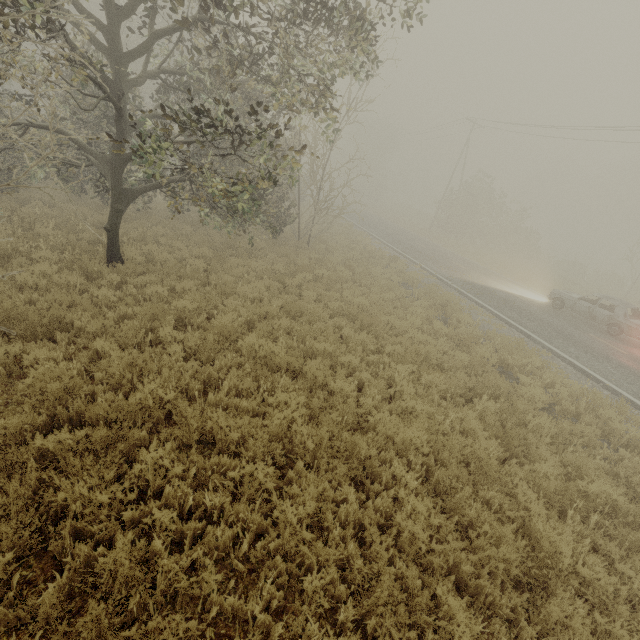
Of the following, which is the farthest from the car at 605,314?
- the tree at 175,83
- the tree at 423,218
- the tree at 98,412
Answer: the tree at 98,412

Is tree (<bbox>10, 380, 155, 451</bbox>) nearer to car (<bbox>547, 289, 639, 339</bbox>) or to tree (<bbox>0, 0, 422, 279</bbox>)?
tree (<bbox>0, 0, 422, 279</bbox>)

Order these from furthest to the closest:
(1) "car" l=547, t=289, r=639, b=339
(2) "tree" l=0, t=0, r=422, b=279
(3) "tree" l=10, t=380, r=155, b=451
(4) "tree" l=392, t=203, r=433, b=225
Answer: (4) "tree" l=392, t=203, r=433, b=225 < (1) "car" l=547, t=289, r=639, b=339 < (2) "tree" l=0, t=0, r=422, b=279 < (3) "tree" l=10, t=380, r=155, b=451

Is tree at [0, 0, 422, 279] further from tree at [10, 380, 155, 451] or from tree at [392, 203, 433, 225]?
tree at [392, 203, 433, 225]

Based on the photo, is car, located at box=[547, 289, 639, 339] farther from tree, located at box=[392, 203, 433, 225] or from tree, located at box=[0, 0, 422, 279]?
tree, located at box=[0, 0, 422, 279]

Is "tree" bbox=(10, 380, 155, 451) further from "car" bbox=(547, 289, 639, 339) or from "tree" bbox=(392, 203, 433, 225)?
"car" bbox=(547, 289, 639, 339)

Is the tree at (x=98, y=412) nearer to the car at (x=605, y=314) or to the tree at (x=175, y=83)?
the tree at (x=175, y=83)

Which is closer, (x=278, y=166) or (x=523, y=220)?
(x=278, y=166)
